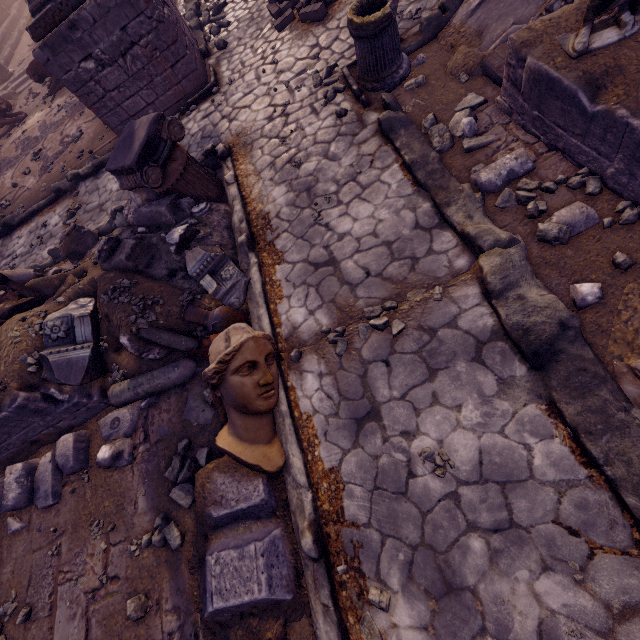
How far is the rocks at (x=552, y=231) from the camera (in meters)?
2.91

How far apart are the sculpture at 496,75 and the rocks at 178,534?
6.1m

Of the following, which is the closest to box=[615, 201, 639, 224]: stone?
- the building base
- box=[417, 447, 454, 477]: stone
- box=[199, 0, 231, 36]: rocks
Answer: box=[417, 447, 454, 477]: stone

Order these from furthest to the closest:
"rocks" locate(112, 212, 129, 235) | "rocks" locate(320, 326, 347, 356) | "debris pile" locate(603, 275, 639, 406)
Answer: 1. "rocks" locate(112, 212, 129, 235)
2. "rocks" locate(320, 326, 347, 356)
3. "debris pile" locate(603, 275, 639, 406)

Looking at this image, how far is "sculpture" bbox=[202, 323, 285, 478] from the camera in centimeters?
282cm

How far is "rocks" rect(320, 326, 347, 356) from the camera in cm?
341

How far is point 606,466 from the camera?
2.21m

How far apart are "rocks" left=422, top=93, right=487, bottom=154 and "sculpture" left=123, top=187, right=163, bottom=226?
4.2 meters
